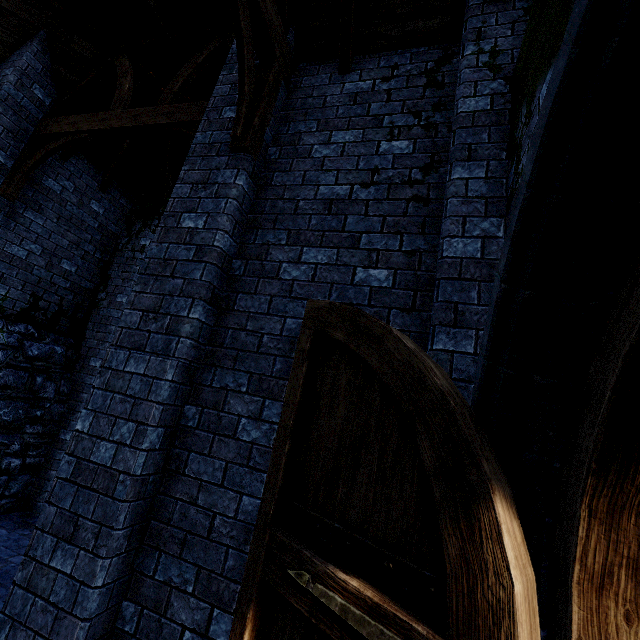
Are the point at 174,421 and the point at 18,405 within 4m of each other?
no

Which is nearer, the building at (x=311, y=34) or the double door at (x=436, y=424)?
the double door at (x=436, y=424)

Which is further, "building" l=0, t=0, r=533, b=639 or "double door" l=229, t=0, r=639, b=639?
"building" l=0, t=0, r=533, b=639
